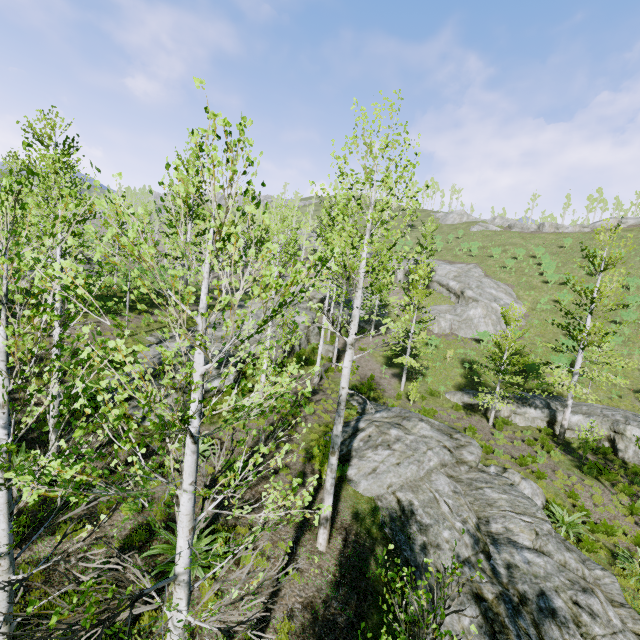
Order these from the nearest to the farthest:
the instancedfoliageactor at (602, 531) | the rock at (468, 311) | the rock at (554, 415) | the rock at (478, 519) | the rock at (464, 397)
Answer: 1. the rock at (478, 519)
2. the instancedfoliageactor at (602, 531)
3. the rock at (554, 415)
4. the rock at (464, 397)
5. the rock at (468, 311)

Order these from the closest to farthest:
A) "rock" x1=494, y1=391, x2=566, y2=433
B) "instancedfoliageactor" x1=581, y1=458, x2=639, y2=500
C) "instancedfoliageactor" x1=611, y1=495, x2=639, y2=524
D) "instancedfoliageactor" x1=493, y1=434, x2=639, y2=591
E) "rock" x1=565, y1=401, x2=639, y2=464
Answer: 1. "instancedfoliageactor" x1=493, y1=434, x2=639, y2=591
2. "instancedfoliageactor" x1=611, y1=495, x2=639, y2=524
3. "instancedfoliageactor" x1=581, y1=458, x2=639, y2=500
4. "rock" x1=565, y1=401, x2=639, y2=464
5. "rock" x1=494, y1=391, x2=566, y2=433

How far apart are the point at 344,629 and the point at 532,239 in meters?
56.3

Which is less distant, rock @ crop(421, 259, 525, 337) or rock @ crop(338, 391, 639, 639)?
rock @ crop(338, 391, 639, 639)

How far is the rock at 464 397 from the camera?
20.96m

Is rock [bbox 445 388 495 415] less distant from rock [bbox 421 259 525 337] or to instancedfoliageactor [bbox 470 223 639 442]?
instancedfoliageactor [bbox 470 223 639 442]

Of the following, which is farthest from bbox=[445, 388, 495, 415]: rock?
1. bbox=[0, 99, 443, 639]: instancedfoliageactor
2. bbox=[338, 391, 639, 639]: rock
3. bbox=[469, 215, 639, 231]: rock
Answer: bbox=[469, 215, 639, 231]: rock

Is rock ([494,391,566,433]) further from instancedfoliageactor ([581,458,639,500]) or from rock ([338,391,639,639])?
rock ([338,391,639,639])
